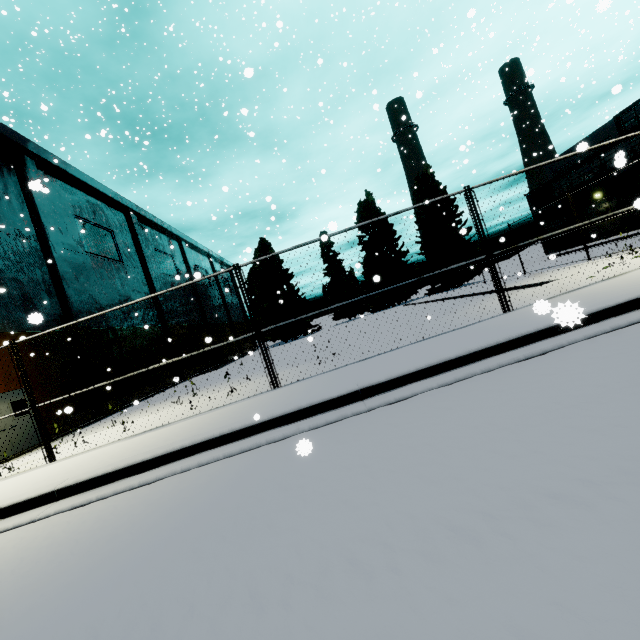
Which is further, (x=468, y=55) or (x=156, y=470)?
(x=468, y=55)
